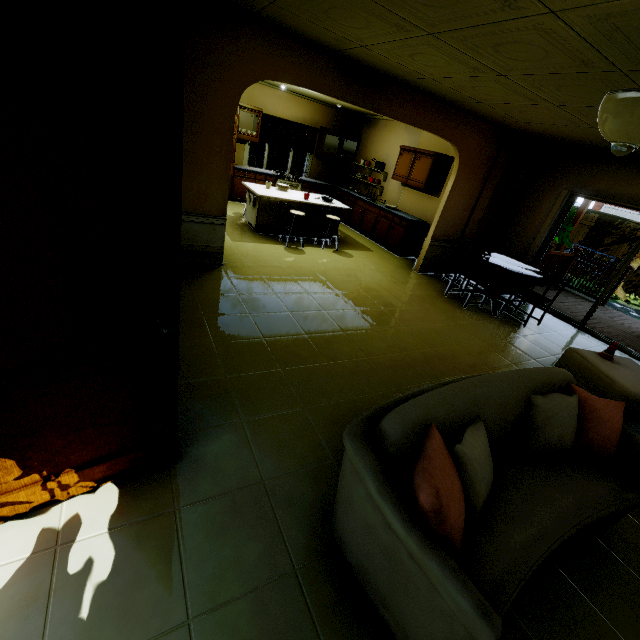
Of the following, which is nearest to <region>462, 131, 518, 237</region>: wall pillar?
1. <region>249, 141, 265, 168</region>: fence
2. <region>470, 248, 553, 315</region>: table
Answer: <region>470, 248, 553, 315</region>: table

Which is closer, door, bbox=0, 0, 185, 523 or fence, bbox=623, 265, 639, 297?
door, bbox=0, 0, 185, 523

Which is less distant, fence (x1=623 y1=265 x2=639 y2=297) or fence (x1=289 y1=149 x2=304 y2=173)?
fence (x1=623 y1=265 x2=639 y2=297)

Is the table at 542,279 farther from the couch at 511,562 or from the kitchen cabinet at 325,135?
the couch at 511,562

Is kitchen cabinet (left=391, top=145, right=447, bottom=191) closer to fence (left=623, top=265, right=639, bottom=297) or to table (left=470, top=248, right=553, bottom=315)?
fence (left=623, top=265, right=639, bottom=297)

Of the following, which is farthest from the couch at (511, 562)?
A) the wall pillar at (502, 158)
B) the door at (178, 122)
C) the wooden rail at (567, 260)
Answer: the wooden rail at (567, 260)

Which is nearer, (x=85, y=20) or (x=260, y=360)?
(x=85, y=20)

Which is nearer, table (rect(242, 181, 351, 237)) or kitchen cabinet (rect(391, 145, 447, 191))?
table (rect(242, 181, 351, 237))
